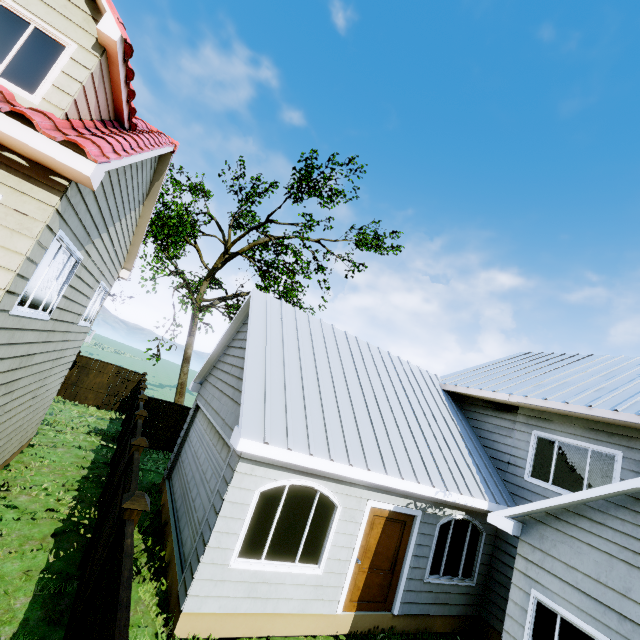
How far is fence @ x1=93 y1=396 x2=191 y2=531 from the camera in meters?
7.7 m

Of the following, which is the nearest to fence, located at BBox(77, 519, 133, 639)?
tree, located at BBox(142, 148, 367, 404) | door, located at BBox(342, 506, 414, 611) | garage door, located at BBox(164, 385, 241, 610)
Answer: garage door, located at BBox(164, 385, 241, 610)

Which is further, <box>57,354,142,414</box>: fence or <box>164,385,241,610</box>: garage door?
<box>57,354,142,414</box>: fence

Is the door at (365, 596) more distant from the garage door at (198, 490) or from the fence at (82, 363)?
the fence at (82, 363)

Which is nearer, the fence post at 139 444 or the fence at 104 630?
the fence at 104 630

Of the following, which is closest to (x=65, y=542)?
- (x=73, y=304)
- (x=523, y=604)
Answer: (x=73, y=304)

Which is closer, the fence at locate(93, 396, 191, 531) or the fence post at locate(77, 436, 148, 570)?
the fence post at locate(77, 436, 148, 570)

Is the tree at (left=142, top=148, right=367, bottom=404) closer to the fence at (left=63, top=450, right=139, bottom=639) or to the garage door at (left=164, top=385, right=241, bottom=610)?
the fence at (left=63, top=450, right=139, bottom=639)
